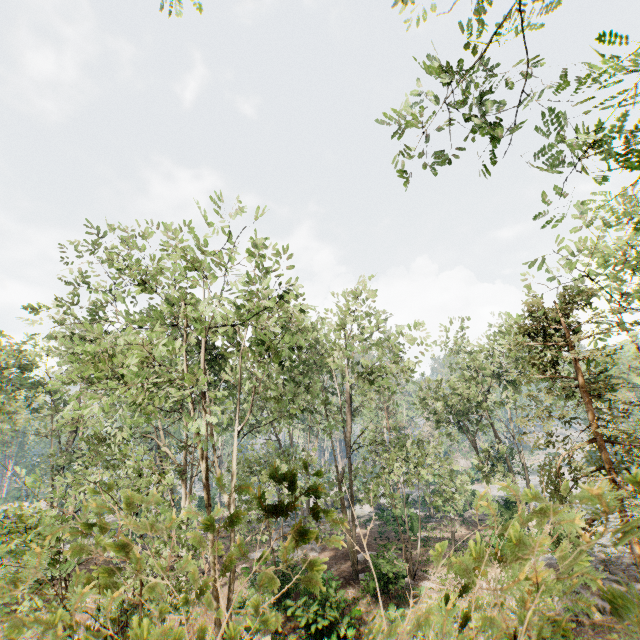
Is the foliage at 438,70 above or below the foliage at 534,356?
above

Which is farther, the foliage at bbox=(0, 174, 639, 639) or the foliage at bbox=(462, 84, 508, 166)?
the foliage at bbox=(462, 84, 508, 166)

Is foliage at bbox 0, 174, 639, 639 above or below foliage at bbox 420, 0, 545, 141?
below

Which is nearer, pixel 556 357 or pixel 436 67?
pixel 436 67

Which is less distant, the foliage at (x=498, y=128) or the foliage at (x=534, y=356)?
the foliage at (x=534, y=356)

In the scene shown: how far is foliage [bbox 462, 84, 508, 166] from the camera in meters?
6.1
